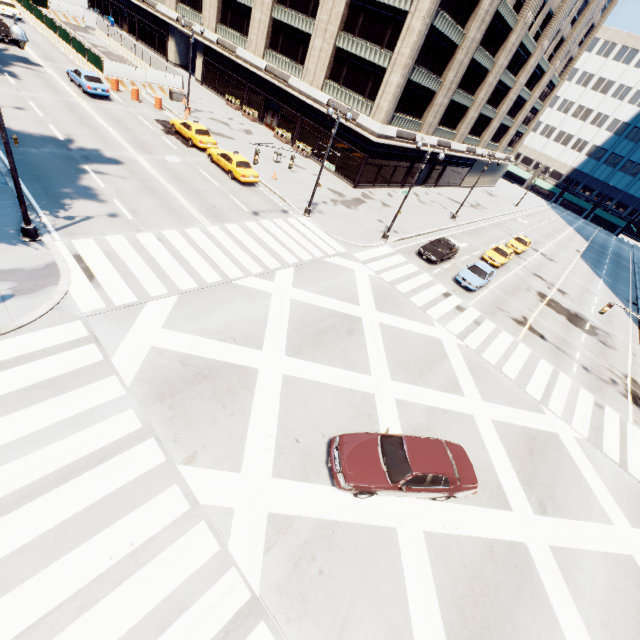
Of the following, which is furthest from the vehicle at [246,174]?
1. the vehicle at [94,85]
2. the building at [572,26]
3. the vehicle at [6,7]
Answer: the vehicle at [6,7]

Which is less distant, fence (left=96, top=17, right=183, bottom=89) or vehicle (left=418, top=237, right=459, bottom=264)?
vehicle (left=418, top=237, right=459, bottom=264)

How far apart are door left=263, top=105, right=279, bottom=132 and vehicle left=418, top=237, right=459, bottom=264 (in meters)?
24.48

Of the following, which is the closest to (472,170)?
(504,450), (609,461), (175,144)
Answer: (175,144)

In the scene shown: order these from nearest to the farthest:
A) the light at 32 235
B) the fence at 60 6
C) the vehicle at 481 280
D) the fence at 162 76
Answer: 1. the light at 32 235
2. the vehicle at 481 280
3. the fence at 162 76
4. the fence at 60 6

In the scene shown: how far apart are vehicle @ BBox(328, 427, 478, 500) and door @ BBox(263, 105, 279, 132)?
39.07m

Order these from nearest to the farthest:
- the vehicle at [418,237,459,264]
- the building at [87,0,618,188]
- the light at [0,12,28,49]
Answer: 1. the light at [0,12,28,49]
2. the vehicle at [418,237,459,264]
3. the building at [87,0,618,188]

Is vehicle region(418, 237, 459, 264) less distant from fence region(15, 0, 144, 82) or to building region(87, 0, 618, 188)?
building region(87, 0, 618, 188)
